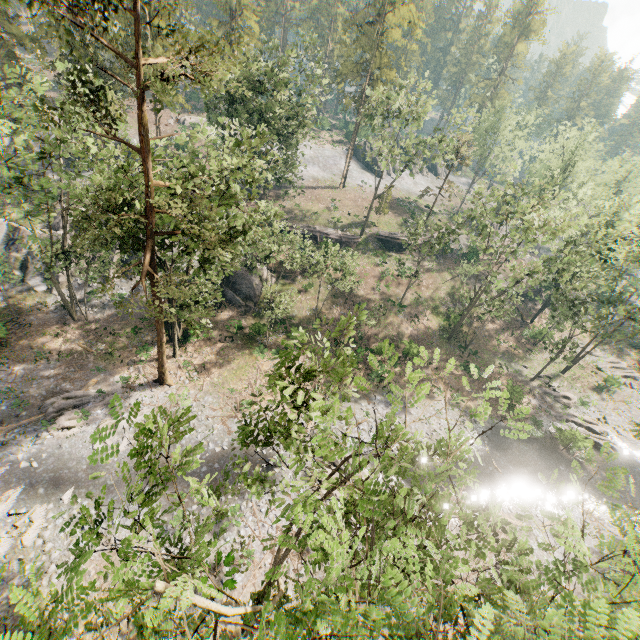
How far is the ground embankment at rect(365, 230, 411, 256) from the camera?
47.5m

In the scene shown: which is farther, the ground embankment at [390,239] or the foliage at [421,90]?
the ground embankment at [390,239]

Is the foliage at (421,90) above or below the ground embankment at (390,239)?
above

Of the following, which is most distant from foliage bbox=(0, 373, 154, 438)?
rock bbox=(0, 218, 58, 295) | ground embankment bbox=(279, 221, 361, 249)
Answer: rock bbox=(0, 218, 58, 295)

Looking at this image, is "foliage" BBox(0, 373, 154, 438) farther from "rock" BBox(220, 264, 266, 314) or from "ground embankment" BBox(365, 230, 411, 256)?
"rock" BBox(220, 264, 266, 314)

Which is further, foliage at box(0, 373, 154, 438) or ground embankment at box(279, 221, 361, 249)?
ground embankment at box(279, 221, 361, 249)

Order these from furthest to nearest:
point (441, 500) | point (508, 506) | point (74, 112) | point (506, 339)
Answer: point (506, 339) < point (508, 506) < point (74, 112) < point (441, 500)
